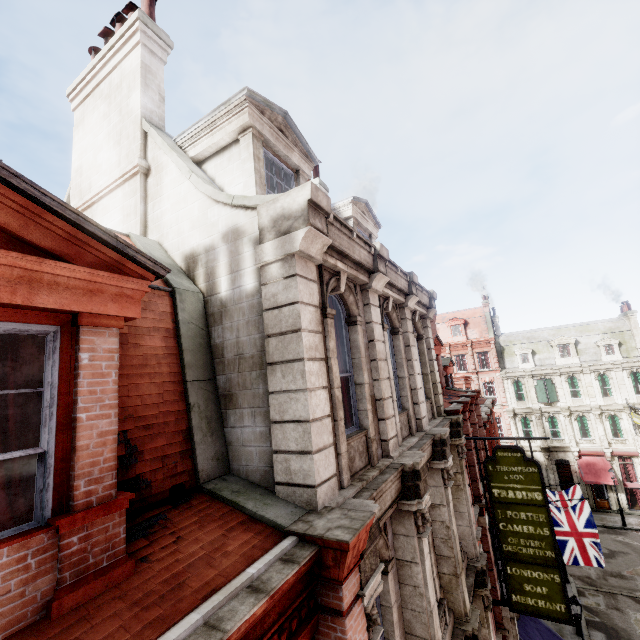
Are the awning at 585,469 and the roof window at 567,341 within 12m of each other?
yes

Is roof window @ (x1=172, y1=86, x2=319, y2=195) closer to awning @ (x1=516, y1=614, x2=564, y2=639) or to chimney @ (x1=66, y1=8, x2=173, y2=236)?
chimney @ (x1=66, y1=8, x2=173, y2=236)

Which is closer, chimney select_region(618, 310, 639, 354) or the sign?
the sign

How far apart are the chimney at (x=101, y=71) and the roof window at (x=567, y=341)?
41.23m

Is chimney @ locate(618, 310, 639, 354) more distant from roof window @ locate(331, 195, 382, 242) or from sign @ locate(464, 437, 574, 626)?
roof window @ locate(331, 195, 382, 242)

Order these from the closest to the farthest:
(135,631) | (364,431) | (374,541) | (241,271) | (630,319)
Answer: (135,631) < (374,541) < (241,271) < (364,431) < (630,319)

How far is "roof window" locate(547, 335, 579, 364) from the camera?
34.6 meters

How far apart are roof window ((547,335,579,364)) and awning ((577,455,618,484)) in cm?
910
